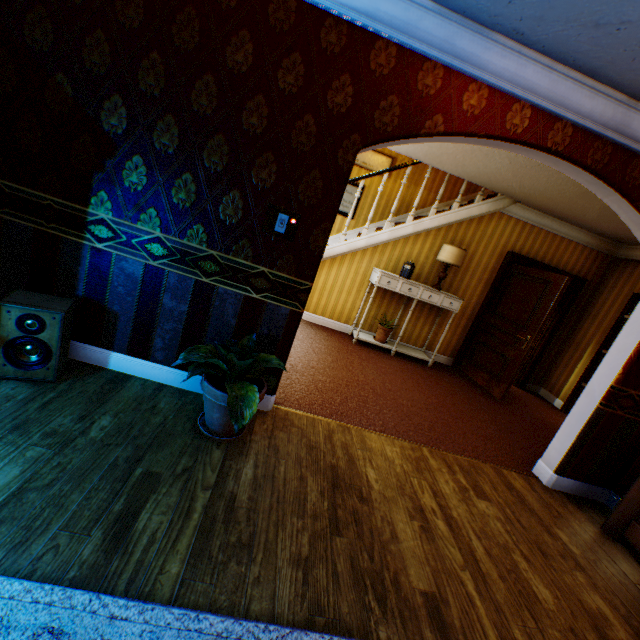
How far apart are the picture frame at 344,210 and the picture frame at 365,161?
0.31m

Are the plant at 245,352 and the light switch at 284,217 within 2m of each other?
yes

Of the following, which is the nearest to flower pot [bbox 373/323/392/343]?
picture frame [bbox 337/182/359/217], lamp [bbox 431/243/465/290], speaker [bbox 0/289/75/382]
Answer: lamp [bbox 431/243/465/290]

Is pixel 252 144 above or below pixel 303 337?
above

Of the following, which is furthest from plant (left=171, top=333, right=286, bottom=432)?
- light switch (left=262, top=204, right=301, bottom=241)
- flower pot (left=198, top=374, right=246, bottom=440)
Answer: light switch (left=262, top=204, right=301, bottom=241)

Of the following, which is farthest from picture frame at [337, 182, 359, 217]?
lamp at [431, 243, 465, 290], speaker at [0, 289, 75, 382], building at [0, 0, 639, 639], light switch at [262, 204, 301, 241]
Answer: speaker at [0, 289, 75, 382]

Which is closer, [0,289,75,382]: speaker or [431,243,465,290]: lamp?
[0,289,75,382]: speaker

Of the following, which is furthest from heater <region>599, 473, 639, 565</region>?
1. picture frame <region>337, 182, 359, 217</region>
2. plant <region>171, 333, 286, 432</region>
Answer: picture frame <region>337, 182, 359, 217</region>
